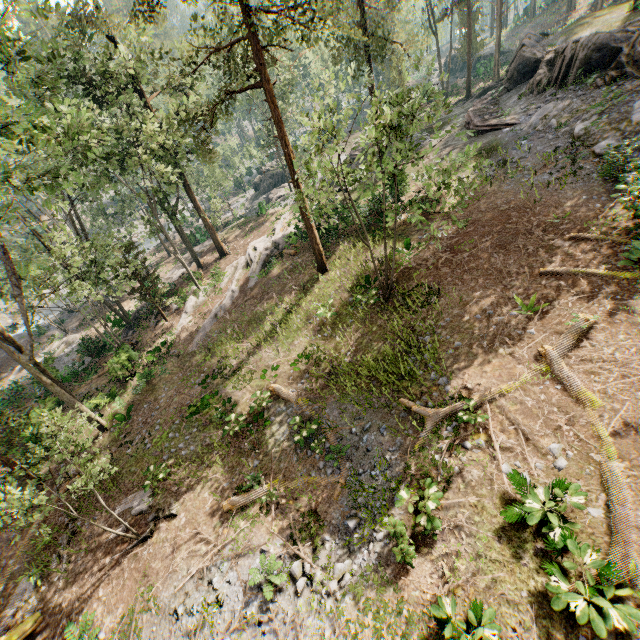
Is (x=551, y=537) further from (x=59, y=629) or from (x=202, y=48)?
(x=202, y=48)

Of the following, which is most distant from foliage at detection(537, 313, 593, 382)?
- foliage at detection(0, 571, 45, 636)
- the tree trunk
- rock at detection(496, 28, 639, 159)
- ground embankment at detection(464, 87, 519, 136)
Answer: foliage at detection(0, 571, 45, 636)

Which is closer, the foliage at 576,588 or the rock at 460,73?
the foliage at 576,588

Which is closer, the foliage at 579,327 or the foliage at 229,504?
the foliage at 579,327

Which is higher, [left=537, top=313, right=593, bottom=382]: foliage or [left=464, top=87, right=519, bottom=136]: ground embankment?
[left=464, top=87, right=519, bottom=136]: ground embankment

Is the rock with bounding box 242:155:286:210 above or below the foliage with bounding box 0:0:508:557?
below

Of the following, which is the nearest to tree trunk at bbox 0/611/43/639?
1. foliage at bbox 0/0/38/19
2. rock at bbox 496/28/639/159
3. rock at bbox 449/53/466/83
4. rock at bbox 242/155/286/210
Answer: foliage at bbox 0/0/38/19

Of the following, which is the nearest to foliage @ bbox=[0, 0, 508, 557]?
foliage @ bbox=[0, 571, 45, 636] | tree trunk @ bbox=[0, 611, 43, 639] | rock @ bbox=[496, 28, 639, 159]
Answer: rock @ bbox=[496, 28, 639, 159]
